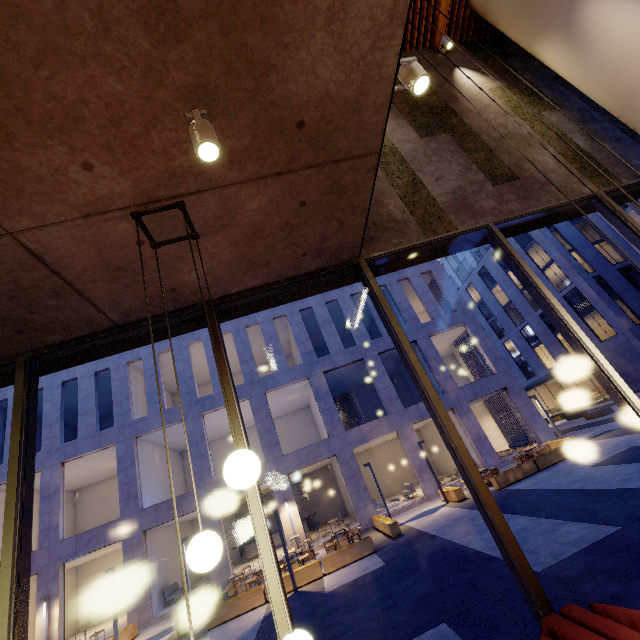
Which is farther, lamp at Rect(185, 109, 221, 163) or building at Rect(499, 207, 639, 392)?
building at Rect(499, 207, 639, 392)

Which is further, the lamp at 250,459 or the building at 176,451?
the building at 176,451

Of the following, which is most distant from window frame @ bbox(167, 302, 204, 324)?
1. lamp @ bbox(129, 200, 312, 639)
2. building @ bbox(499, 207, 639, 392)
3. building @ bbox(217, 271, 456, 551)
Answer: building @ bbox(499, 207, 639, 392)

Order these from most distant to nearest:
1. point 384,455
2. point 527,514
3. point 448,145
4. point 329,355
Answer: point 384,455 → point 329,355 → point 527,514 → point 448,145

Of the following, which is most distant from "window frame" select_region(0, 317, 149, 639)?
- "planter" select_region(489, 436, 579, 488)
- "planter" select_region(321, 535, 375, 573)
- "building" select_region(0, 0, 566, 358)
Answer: "planter" select_region(489, 436, 579, 488)

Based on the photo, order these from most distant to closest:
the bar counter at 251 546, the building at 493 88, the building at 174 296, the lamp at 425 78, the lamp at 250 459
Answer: the bar counter at 251 546 < the building at 493 88 < the building at 174 296 < the lamp at 425 78 < the lamp at 250 459

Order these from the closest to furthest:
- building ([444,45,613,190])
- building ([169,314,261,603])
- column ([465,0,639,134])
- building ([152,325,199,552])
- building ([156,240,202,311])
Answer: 1. building ([156,240,202,311])
2. column ([465,0,639,134])
3. building ([444,45,613,190])
4. building ([169,314,261,603])
5. building ([152,325,199,552])

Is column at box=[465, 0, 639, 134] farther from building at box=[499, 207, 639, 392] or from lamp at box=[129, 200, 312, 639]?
building at box=[499, 207, 639, 392]
